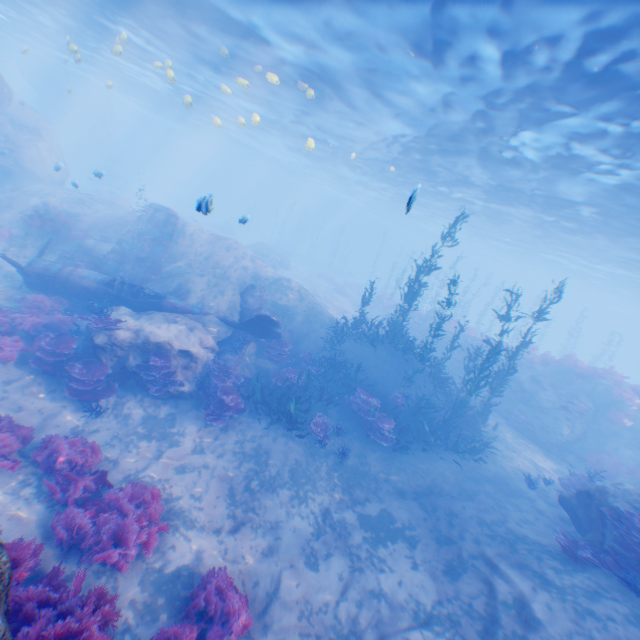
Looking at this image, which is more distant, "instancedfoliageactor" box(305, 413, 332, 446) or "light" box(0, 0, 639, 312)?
"instancedfoliageactor" box(305, 413, 332, 446)

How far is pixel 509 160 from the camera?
16.7m

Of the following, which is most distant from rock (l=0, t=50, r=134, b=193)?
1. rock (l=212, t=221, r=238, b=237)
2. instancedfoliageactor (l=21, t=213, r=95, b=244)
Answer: rock (l=212, t=221, r=238, b=237)

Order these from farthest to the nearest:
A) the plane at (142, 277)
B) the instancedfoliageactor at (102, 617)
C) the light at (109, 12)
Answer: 1. the plane at (142, 277)
2. the light at (109, 12)
3. the instancedfoliageactor at (102, 617)

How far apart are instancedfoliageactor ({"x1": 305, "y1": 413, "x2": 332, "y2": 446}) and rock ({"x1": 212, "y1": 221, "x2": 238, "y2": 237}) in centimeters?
3879cm

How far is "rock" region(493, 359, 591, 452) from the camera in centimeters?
1653cm

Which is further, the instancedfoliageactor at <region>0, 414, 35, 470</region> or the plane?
the plane

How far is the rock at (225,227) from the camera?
45.38m
